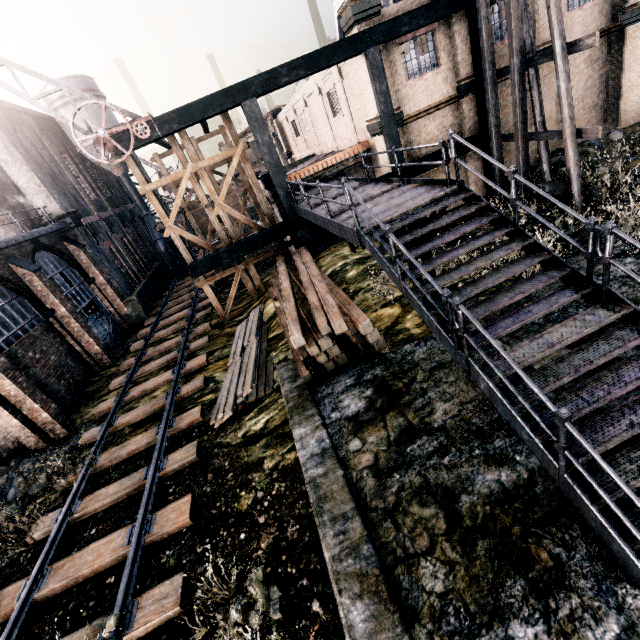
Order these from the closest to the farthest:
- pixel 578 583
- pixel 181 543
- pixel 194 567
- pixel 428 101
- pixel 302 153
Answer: pixel 578 583 < pixel 194 567 < pixel 181 543 < pixel 428 101 < pixel 302 153

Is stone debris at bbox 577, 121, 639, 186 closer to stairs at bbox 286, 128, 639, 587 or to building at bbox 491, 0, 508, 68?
building at bbox 491, 0, 508, 68

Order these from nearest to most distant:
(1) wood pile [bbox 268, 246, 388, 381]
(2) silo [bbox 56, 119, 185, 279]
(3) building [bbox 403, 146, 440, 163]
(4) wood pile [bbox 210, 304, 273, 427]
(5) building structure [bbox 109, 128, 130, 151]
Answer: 1. (1) wood pile [bbox 268, 246, 388, 381]
2. (4) wood pile [bbox 210, 304, 273, 427]
3. (5) building structure [bbox 109, 128, 130, 151]
4. (3) building [bbox 403, 146, 440, 163]
5. (2) silo [bbox 56, 119, 185, 279]

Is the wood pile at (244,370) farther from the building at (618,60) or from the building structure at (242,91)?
the building at (618,60)

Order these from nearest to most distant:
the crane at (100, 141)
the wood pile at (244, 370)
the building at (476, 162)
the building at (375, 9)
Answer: the wood pile at (244, 370) → the crane at (100, 141) → the building at (375, 9) → the building at (476, 162)

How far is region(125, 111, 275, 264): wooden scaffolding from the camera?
15.1m

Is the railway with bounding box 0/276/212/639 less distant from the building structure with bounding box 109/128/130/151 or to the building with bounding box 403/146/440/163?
the building structure with bounding box 109/128/130/151

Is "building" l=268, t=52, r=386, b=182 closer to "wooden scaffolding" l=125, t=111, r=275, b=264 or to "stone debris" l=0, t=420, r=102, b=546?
"wooden scaffolding" l=125, t=111, r=275, b=264
